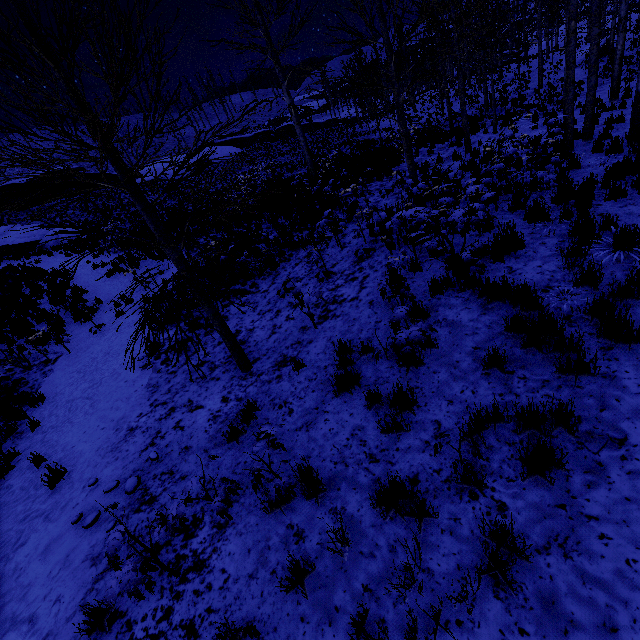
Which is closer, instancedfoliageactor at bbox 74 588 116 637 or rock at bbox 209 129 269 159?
instancedfoliageactor at bbox 74 588 116 637

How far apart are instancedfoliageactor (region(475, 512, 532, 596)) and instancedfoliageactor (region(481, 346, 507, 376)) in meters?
1.7 m

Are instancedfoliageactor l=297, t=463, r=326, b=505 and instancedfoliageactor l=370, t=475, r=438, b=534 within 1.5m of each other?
yes

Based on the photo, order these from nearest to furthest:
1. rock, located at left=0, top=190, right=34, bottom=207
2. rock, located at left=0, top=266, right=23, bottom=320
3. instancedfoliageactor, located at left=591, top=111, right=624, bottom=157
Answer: instancedfoliageactor, located at left=591, top=111, right=624, bottom=157
rock, located at left=0, top=266, right=23, bottom=320
rock, located at left=0, top=190, right=34, bottom=207

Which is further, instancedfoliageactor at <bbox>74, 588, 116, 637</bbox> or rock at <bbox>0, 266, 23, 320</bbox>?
rock at <bbox>0, 266, 23, 320</bbox>

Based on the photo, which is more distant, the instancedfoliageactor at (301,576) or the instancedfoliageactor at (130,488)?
the instancedfoliageactor at (130,488)

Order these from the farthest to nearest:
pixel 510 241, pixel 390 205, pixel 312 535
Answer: pixel 390 205, pixel 510 241, pixel 312 535

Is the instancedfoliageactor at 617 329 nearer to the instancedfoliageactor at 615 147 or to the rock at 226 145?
the instancedfoliageactor at 615 147
